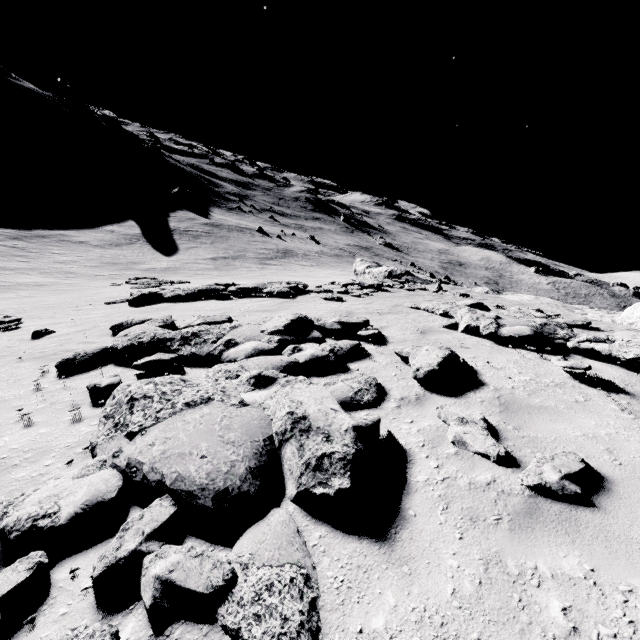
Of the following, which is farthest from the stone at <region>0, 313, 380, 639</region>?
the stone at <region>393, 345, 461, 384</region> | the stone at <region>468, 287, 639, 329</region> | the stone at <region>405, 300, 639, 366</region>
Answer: the stone at <region>468, 287, 639, 329</region>

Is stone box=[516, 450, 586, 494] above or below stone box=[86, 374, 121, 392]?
above

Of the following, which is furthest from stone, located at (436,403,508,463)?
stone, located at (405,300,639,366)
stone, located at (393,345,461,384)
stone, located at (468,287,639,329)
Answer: stone, located at (468,287,639,329)

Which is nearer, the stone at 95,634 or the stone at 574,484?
the stone at 95,634

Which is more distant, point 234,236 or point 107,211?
point 234,236

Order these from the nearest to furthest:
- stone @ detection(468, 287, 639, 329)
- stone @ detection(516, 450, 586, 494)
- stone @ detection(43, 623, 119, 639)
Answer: stone @ detection(43, 623, 119, 639) < stone @ detection(516, 450, 586, 494) < stone @ detection(468, 287, 639, 329)

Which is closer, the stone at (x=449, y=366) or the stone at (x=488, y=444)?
the stone at (x=488, y=444)
